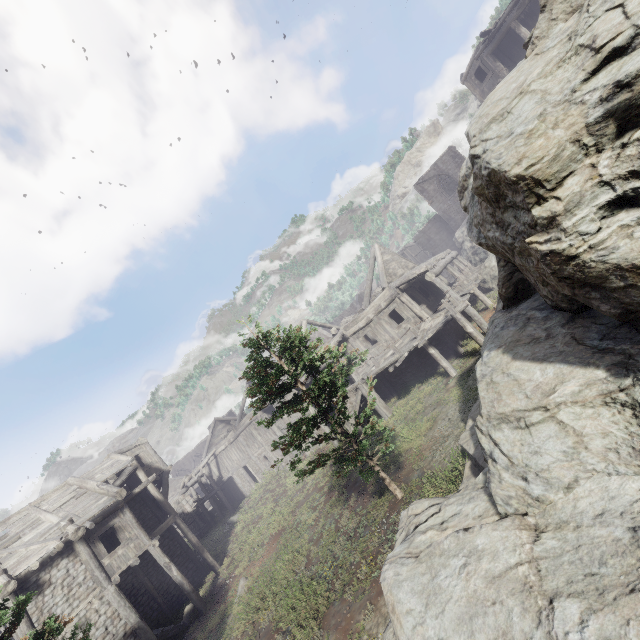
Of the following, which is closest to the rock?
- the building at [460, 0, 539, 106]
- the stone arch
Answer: the building at [460, 0, 539, 106]

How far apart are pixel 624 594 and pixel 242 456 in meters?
32.2 m

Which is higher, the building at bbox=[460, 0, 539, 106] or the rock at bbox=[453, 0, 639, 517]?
the building at bbox=[460, 0, 539, 106]

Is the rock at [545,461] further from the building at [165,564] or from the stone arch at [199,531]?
the stone arch at [199,531]

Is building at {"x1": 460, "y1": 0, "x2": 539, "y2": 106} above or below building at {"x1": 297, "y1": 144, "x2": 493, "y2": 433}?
above

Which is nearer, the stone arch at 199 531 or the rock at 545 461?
the rock at 545 461

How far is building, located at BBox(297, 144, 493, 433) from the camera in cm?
1733
